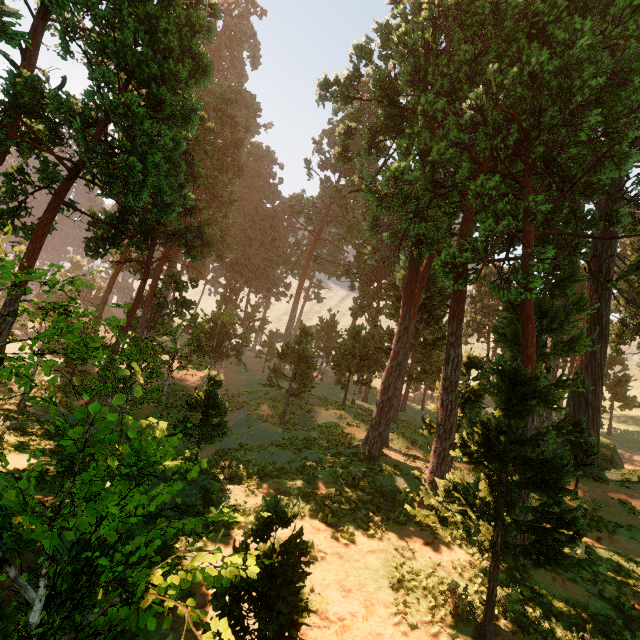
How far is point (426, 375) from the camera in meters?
43.5 m
